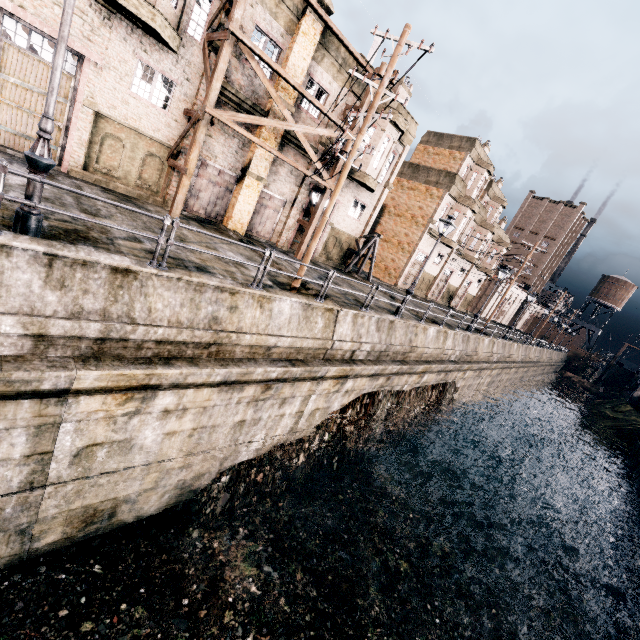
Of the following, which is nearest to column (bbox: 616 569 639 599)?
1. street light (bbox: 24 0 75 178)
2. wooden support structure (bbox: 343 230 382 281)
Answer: wooden support structure (bbox: 343 230 382 281)

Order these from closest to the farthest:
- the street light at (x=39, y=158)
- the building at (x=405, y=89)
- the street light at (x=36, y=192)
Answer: the street light at (x=39, y=158) < the street light at (x=36, y=192) < the building at (x=405, y=89)

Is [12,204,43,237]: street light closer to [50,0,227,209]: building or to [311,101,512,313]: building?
[50,0,227,209]: building

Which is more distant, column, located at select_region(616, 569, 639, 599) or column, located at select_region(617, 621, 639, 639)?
column, located at select_region(616, 569, 639, 599)

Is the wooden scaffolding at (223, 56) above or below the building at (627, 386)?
above

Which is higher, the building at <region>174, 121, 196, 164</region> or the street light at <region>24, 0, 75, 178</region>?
the building at <region>174, 121, 196, 164</region>

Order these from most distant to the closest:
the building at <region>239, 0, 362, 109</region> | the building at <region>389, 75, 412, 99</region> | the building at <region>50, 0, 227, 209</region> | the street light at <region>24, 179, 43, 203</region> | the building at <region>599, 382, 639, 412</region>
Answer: the building at <region>599, 382, 639, 412</region> < the building at <region>389, 75, 412, 99</region> < the building at <region>239, 0, 362, 109</region> < the building at <region>50, 0, 227, 209</region> < the street light at <region>24, 179, 43, 203</region>

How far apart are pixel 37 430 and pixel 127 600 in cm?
551
